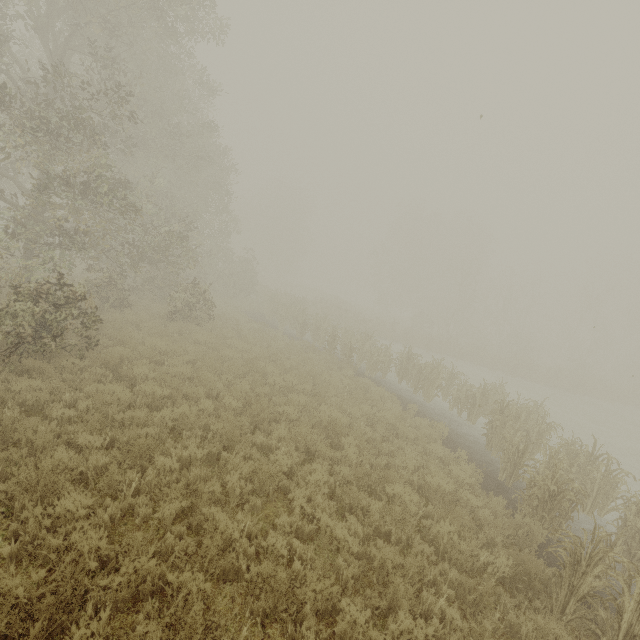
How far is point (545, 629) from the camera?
4.4 meters
